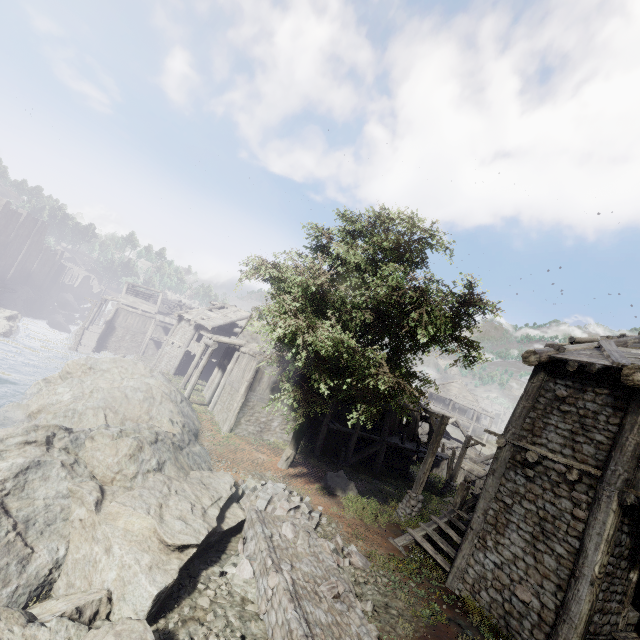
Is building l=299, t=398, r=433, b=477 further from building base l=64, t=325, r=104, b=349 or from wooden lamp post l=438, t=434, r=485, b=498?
wooden lamp post l=438, t=434, r=485, b=498

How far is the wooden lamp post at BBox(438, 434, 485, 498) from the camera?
22.6 meters

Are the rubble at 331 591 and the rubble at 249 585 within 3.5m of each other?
yes

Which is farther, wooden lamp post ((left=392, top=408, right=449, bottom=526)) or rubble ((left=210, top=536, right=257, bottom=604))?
wooden lamp post ((left=392, top=408, right=449, bottom=526))

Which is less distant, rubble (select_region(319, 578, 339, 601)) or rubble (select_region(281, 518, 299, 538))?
rubble (select_region(319, 578, 339, 601))

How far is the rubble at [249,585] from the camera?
7.4 meters

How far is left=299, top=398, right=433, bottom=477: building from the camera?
20.5 meters

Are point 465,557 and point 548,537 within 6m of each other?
yes
